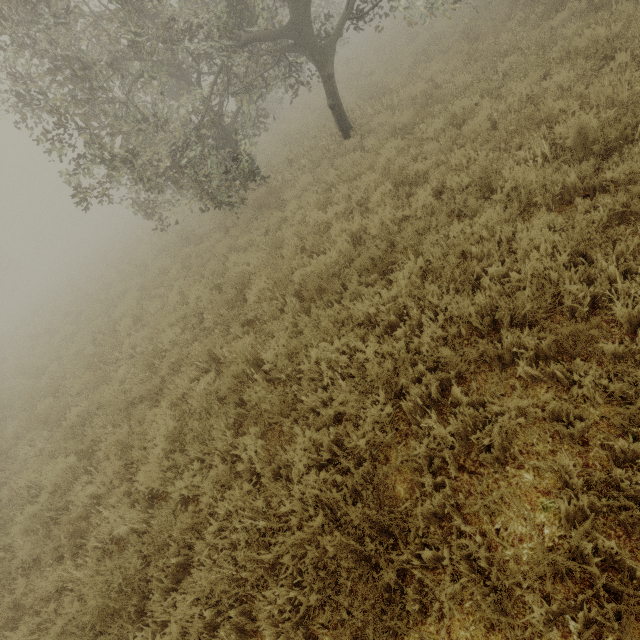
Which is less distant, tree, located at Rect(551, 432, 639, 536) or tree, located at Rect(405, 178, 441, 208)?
tree, located at Rect(551, 432, 639, 536)

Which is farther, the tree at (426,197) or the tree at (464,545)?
the tree at (426,197)

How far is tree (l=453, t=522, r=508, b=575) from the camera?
2.26m

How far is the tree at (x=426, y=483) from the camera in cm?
260

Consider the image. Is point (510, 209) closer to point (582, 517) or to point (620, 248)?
point (620, 248)

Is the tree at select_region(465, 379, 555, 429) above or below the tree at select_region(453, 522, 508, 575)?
below
